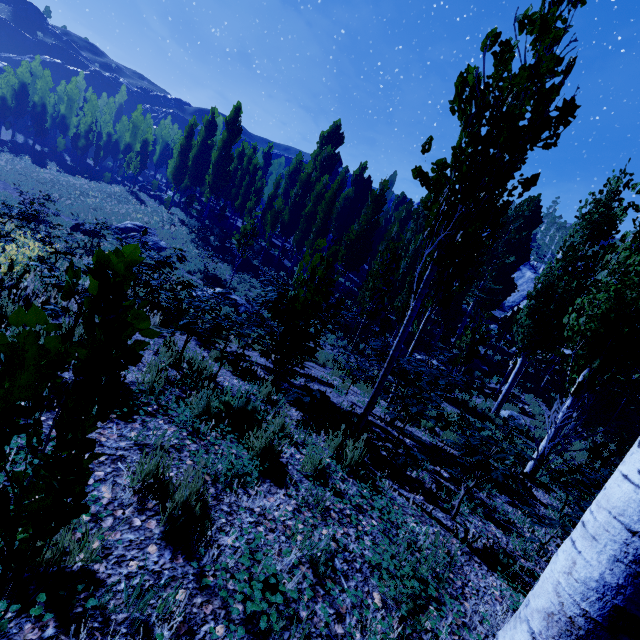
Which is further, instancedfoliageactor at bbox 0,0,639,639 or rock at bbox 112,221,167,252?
rock at bbox 112,221,167,252

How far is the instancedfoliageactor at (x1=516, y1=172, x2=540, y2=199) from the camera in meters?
3.3 m

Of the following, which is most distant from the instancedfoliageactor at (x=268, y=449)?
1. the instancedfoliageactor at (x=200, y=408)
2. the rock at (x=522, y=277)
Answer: the instancedfoliageactor at (x=200, y=408)

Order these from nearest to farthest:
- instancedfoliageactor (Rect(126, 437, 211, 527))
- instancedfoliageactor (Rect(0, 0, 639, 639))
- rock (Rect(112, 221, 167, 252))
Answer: instancedfoliageactor (Rect(0, 0, 639, 639)) < instancedfoliageactor (Rect(126, 437, 211, 527)) < rock (Rect(112, 221, 167, 252))

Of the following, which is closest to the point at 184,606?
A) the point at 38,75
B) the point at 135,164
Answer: the point at 135,164

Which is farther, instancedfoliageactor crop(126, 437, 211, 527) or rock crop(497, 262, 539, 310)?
rock crop(497, 262, 539, 310)

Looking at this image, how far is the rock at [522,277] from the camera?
48.5 meters

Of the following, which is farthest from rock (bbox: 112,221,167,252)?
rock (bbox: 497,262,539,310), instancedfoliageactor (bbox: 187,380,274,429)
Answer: rock (bbox: 497,262,539,310)
